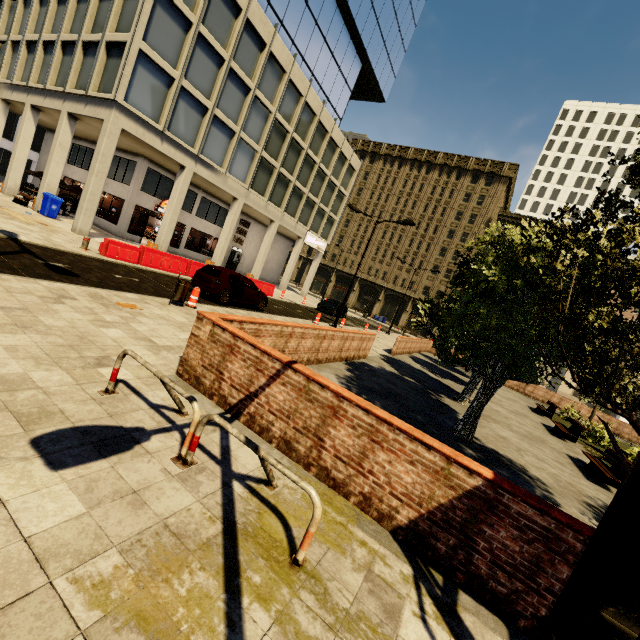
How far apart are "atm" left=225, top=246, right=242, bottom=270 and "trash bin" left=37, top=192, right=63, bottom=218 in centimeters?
1454cm

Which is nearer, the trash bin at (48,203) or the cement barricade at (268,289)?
the trash bin at (48,203)

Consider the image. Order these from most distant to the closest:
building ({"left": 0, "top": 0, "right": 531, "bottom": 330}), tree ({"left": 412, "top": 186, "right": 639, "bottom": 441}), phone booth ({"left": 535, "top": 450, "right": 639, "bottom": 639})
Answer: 1. building ({"left": 0, "top": 0, "right": 531, "bottom": 330})
2. tree ({"left": 412, "top": 186, "right": 639, "bottom": 441})
3. phone booth ({"left": 535, "top": 450, "right": 639, "bottom": 639})

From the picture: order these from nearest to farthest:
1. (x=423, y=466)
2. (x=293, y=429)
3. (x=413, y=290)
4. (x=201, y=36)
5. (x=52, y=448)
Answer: (x=52, y=448)
(x=423, y=466)
(x=293, y=429)
(x=201, y=36)
(x=413, y=290)

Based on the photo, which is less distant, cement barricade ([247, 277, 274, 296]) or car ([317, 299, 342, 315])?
cement barricade ([247, 277, 274, 296])

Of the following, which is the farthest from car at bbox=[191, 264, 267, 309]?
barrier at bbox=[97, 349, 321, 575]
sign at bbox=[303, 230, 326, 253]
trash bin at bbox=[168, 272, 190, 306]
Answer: sign at bbox=[303, 230, 326, 253]

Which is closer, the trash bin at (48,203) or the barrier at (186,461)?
the barrier at (186,461)

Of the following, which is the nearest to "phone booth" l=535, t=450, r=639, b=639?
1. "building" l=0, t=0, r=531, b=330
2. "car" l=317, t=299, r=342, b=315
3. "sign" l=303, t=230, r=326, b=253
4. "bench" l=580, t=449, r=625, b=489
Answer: "bench" l=580, t=449, r=625, b=489
